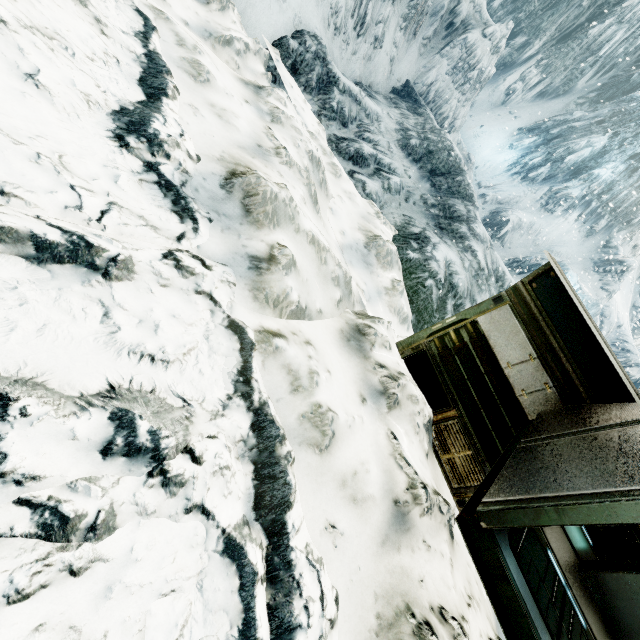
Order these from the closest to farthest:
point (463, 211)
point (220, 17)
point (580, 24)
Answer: point (220, 17), point (463, 211), point (580, 24)
